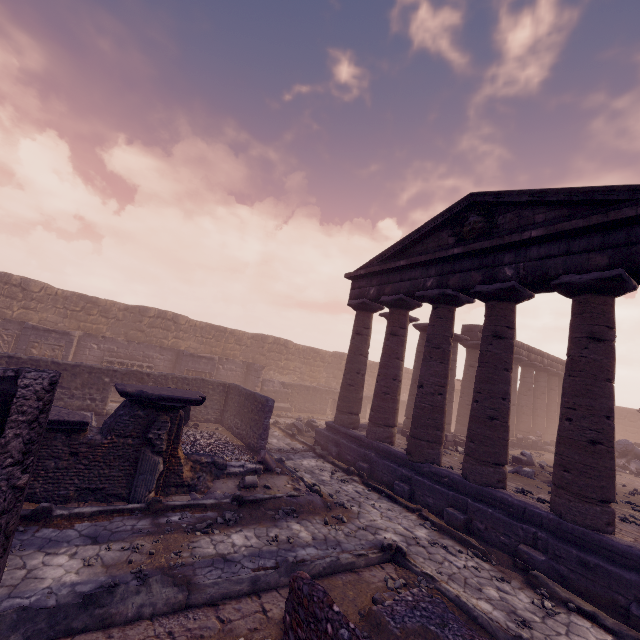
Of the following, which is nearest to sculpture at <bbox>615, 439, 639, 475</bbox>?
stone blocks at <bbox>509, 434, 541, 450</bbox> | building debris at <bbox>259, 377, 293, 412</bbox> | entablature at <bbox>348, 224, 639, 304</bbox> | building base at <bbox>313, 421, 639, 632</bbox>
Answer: stone blocks at <bbox>509, 434, 541, 450</bbox>

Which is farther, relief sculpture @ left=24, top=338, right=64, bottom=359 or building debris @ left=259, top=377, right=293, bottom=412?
building debris @ left=259, top=377, right=293, bottom=412

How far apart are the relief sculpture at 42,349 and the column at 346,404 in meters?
14.3 m

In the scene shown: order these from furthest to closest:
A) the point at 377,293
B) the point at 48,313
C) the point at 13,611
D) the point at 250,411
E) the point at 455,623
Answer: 1. the point at 48,313
2. the point at 377,293
3. the point at 250,411
4. the point at 455,623
5. the point at 13,611

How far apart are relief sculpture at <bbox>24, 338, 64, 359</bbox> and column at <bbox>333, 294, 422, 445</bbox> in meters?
14.3

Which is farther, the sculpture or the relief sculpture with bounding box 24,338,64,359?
the sculpture

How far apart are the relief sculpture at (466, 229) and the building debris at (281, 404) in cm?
1444

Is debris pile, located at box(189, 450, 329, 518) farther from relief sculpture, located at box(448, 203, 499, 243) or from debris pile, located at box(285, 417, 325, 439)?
relief sculpture, located at box(448, 203, 499, 243)
